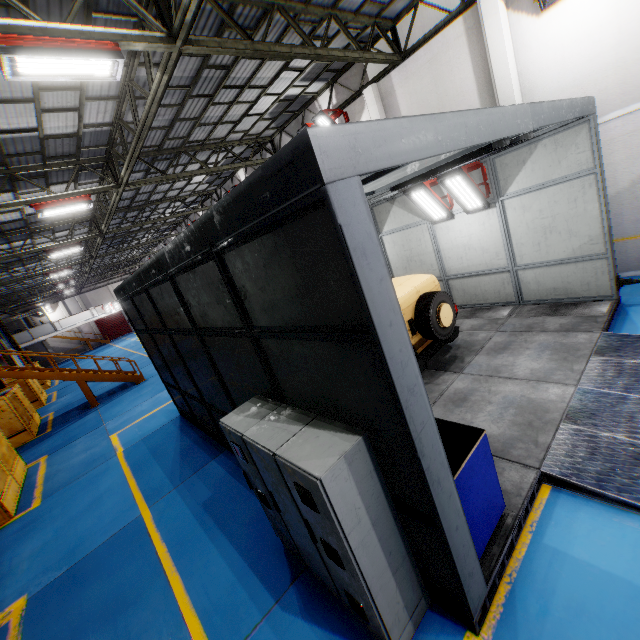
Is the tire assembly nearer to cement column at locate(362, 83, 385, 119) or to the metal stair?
cement column at locate(362, 83, 385, 119)

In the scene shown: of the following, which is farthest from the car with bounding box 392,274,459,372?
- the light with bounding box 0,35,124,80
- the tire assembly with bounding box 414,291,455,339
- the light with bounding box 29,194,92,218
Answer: the light with bounding box 29,194,92,218

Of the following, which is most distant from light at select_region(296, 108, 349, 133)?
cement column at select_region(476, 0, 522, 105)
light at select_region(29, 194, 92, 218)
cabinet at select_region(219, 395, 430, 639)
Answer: cabinet at select_region(219, 395, 430, 639)

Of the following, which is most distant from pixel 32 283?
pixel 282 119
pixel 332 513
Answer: pixel 332 513

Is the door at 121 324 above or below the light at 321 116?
below

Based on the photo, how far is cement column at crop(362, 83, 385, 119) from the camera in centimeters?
1119cm

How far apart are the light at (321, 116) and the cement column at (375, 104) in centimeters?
96cm

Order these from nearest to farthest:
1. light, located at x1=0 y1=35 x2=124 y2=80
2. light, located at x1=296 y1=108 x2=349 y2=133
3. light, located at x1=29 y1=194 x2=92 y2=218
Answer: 1. light, located at x1=0 y1=35 x2=124 y2=80
2. light, located at x1=29 y1=194 x2=92 y2=218
3. light, located at x1=296 y1=108 x2=349 y2=133
